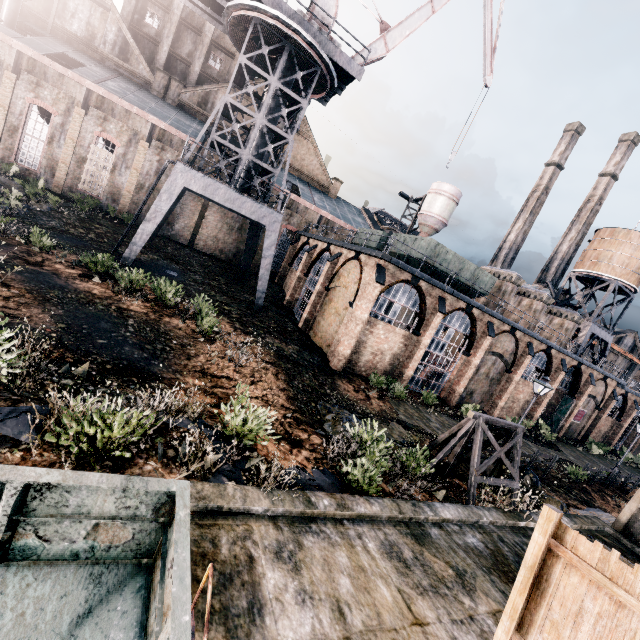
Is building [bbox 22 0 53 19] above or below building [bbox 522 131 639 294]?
below

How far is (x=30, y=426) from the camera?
5.7 meters

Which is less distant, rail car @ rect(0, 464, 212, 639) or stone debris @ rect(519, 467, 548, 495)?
rail car @ rect(0, 464, 212, 639)

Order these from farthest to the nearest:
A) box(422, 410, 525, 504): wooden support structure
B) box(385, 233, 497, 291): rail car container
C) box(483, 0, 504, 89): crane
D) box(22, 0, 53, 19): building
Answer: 1. box(22, 0, 53, 19): building
2. box(483, 0, 504, 89): crane
3. box(385, 233, 497, 291): rail car container
4. box(422, 410, 525, 504): wooden support structure

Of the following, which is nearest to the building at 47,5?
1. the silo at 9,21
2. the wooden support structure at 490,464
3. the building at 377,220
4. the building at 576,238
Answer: the silo at 9,21

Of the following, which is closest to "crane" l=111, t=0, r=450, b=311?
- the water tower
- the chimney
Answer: the chimney

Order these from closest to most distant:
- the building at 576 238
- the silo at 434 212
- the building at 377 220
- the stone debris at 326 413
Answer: the stone debris at 326 413
the building at 377 220
the silo at 434 212
the building at 576 238

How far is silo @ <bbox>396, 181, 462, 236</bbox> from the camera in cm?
4869
